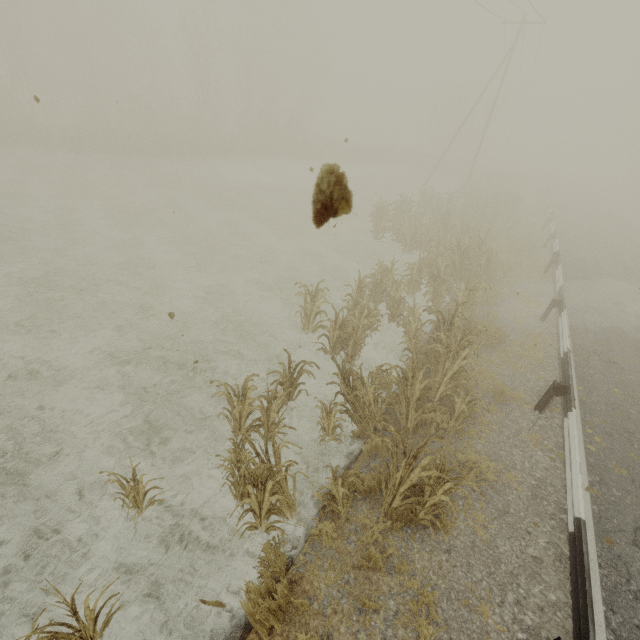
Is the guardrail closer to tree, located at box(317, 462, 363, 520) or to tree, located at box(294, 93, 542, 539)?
tree, located at box(317, 462, 363, 520)

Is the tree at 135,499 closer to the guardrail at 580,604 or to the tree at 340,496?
the tree at 340,496

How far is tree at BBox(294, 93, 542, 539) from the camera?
4.8m

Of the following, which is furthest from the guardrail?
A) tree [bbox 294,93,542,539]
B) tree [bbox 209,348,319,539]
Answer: tree [bbox 294,93,542,539]

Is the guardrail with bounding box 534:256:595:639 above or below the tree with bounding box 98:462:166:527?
above

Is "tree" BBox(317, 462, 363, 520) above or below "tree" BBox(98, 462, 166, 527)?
above

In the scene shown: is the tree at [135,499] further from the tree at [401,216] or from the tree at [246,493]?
the tree at [401,216]

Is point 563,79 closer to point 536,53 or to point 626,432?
point 536,53
